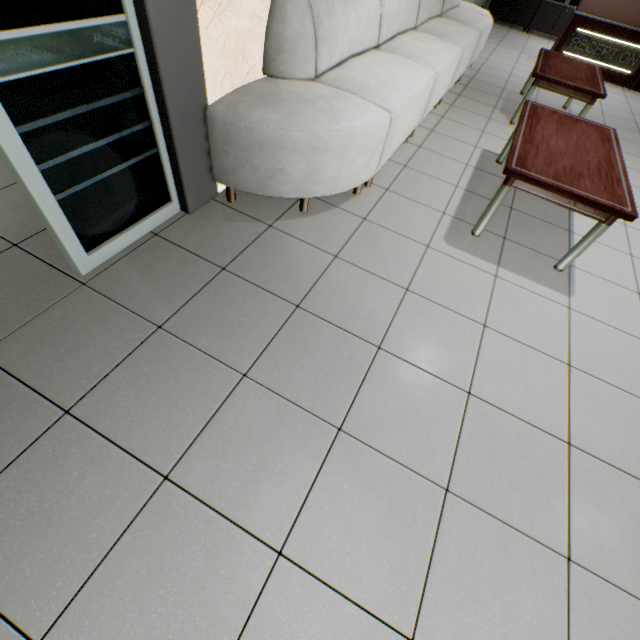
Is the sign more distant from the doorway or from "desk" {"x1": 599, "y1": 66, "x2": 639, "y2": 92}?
the doorway

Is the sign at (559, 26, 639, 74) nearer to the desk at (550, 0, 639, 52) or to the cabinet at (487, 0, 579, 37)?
the desk at (550, 0, 639, 52)

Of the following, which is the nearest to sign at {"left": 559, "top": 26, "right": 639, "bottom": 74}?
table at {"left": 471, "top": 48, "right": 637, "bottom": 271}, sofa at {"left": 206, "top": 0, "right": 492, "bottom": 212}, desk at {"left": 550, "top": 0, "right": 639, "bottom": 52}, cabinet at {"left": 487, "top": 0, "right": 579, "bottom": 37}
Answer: desk at {"left": 550, "top": 0, "right": 639, "bottom": 52}

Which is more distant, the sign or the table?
the sign

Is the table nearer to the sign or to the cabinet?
the sign

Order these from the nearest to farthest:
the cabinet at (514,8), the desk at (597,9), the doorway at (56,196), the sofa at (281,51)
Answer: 1. the doorway at (56,196)
2. the sofa at (281,51)
3. the desk at (597,9)
4. the cabinet at (514,8)

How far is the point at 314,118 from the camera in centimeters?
183cm

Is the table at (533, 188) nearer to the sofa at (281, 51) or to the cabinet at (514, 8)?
the sofa at (281, 51)
